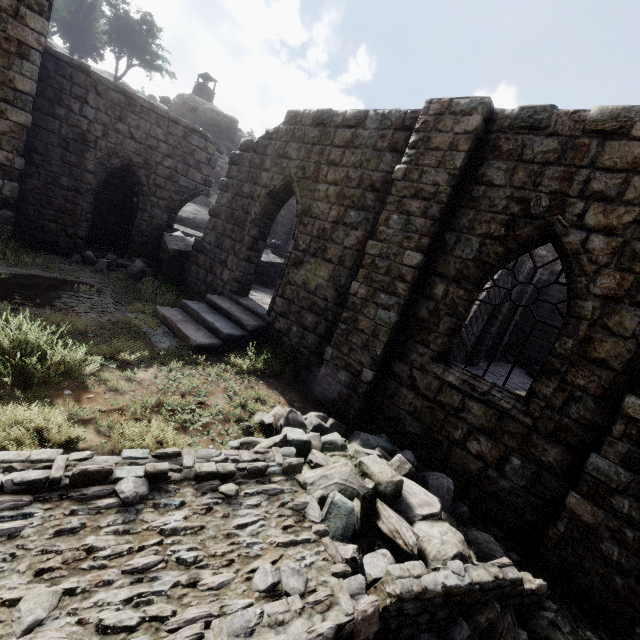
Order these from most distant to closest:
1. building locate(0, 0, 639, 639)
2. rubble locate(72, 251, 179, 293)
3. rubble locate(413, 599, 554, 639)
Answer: rubble locate(72, 251, 179, 293)
building locate(0, 0, 639, 639)
rubble locate(413, 599, 554, 639)

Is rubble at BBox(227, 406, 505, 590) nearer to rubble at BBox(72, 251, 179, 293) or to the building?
the building

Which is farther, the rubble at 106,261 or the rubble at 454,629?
the rubble at 106,261

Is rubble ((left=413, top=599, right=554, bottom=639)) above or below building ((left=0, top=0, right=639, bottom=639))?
below

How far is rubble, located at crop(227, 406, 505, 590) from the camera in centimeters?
371cm

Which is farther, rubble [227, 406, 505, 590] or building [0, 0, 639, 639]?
building [0, 0, 639, 639]

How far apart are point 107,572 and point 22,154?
12.25m

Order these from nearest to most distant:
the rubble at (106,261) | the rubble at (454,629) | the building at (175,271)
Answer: the rubble at (454,629), the building at (175,271), the rubble at (106,261)
